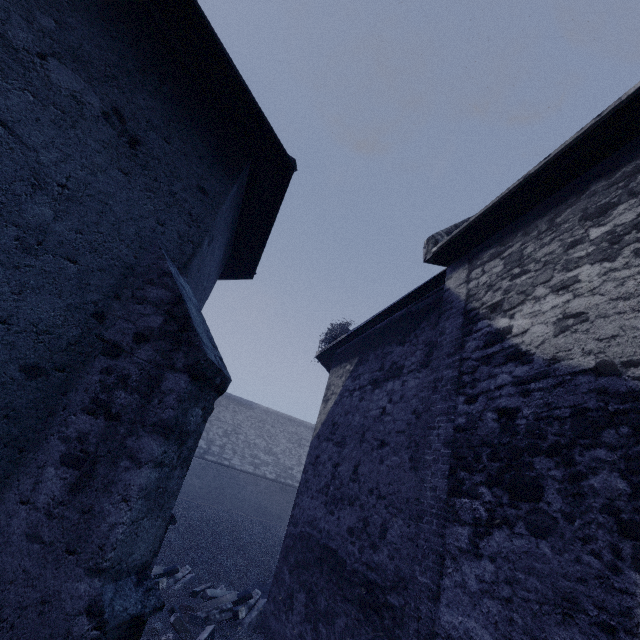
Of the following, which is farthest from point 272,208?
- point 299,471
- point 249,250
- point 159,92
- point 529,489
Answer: point 299,471
